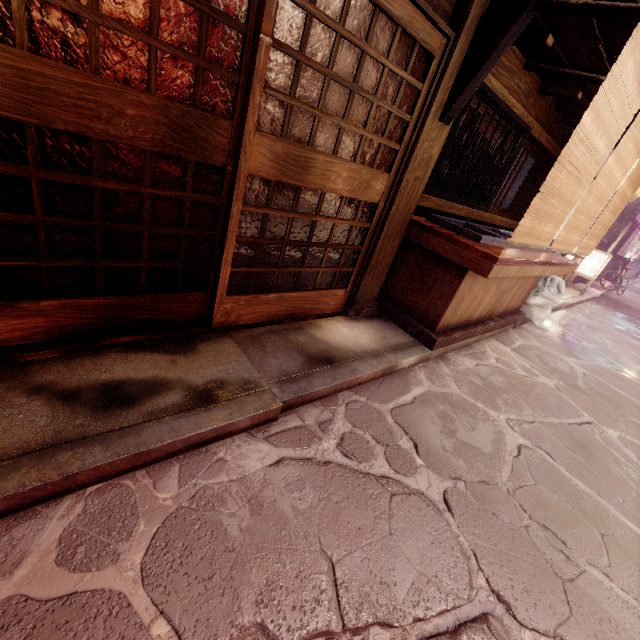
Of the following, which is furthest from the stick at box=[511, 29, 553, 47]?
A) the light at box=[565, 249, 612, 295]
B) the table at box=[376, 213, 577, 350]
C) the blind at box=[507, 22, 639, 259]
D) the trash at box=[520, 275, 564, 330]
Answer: the light at box=[565, 249, 612, 295]

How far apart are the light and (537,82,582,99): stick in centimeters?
1595cm

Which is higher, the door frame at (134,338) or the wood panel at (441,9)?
the wood panel at (441,9)

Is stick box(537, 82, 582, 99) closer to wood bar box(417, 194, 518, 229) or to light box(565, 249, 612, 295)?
wood bar box(417, 194, 518, 229)

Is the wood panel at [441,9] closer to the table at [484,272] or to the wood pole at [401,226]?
the wood pole at [401,226]

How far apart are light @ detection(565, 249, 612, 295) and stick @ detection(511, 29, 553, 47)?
18.3 meters

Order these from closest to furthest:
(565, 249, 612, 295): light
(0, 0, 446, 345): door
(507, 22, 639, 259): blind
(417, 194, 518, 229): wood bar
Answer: (0, 0, 446, 345): door < (507, 22, 639, 259): blind < (417, 194, 518, 229): wood bar < (565, 249, 612, 295): light

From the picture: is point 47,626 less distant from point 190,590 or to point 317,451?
point 190,590
